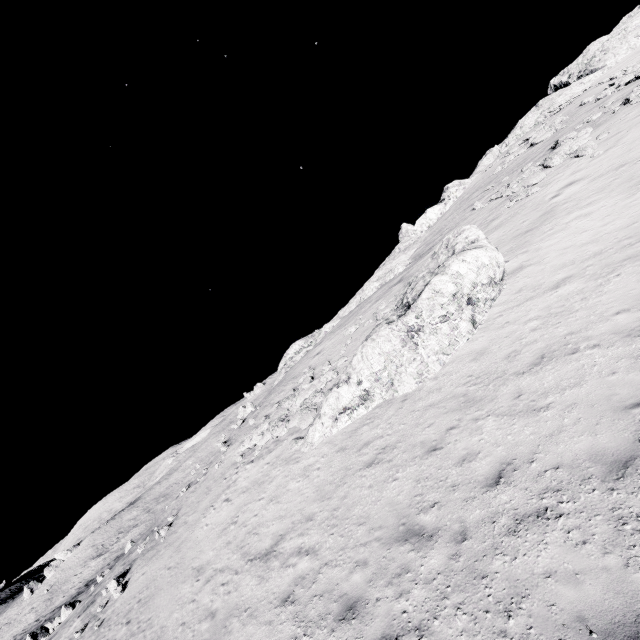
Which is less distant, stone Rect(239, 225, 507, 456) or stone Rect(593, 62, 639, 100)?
stone Rect(239, 225, 507, 456)

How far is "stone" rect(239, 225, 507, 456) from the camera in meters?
12.6 m

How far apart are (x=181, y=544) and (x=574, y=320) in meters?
18.2 m

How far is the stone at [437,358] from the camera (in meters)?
12.63

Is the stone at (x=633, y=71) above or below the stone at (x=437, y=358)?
above

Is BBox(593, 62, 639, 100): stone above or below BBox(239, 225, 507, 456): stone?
above
